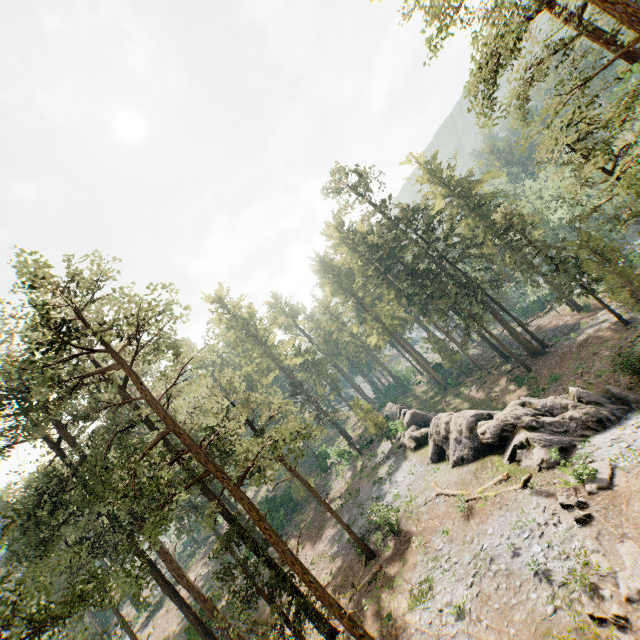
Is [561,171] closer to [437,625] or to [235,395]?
[437,625]

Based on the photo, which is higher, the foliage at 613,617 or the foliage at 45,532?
the foliage at 45,532

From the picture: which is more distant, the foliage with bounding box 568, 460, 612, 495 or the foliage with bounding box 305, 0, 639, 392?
the foliage with bounding box 568, 460, 612, 495

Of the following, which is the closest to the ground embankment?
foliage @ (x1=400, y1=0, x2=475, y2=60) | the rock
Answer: foliage @ (x1=400, y1=0, x2=475, y2=60)

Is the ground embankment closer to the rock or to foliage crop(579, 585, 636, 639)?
foliage crop(579, 585, 636, 639)

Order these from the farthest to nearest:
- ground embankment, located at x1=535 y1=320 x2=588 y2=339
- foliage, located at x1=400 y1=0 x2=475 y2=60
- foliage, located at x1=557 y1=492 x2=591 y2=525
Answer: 1. ground embankment, located at x1=535 y1=320 x2=588 y2=339
2. foliage, located at x1=557 y1=492 x2=591 y2=525
3. foliage, located at x1=400 y1=0 x2=475 y2=60

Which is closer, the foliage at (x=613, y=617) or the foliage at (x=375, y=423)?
the foliage at (x=613, y=617)
